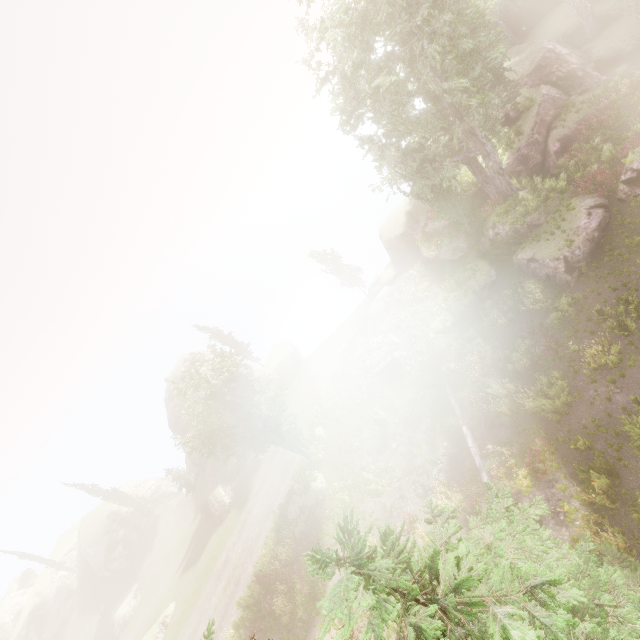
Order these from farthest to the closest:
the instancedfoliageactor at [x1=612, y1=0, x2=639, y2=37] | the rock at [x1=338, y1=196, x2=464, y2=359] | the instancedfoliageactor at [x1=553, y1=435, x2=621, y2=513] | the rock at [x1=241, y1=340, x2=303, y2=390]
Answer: the rock at [x1=241, y1=340, x2=303, y2=390] → the rock at [x1=338, y1=196, x2=464, y2=359] → the instancedfoliageactor at [x1=612, y1=0, x2=639, y2=37] → the instancedfoliageactor at [x1=553, y1=435, x2=621, y2=513]

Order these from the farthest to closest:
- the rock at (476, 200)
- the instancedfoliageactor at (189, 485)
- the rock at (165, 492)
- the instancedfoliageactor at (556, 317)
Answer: the rock at (165, 492), the instancedfoliageactor at (189, 485), the rock at (476, 200), the instancedfoliageactor at (556, 317)

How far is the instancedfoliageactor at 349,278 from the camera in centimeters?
3891cm

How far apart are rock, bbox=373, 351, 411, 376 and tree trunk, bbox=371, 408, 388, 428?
3.5m

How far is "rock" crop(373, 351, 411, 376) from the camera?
26.29m

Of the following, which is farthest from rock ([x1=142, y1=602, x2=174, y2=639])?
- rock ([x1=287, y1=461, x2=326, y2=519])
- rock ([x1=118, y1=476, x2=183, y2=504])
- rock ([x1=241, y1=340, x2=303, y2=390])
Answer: rock ([x1=118, y1=476, x2=183, y2=504])

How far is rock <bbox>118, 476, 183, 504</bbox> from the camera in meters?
53.5

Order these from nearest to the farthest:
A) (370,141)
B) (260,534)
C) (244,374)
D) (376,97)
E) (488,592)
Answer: (488,592) → (370,141) → (376,97) → (244,374) → (260,534)
